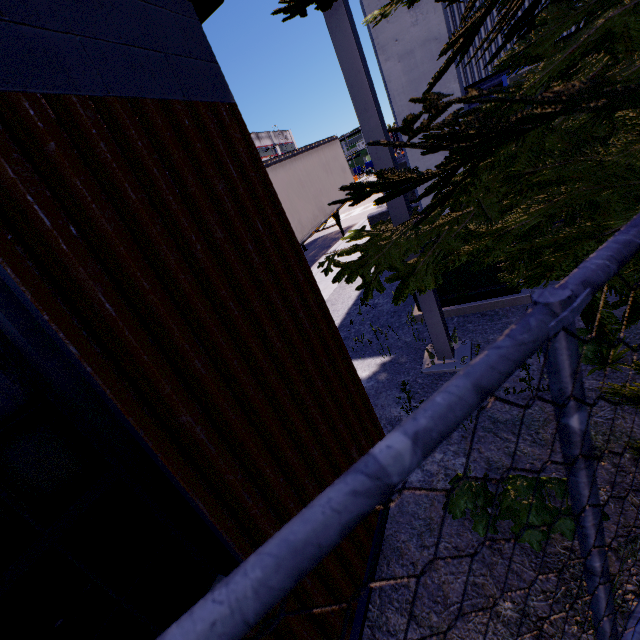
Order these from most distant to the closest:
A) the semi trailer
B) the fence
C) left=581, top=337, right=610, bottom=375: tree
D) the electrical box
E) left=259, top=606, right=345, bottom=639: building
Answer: the semi trailer, the electrical box, left=581, top=337, right=610, bottom=375: tree, left=259, top=606, right=345, bottom=639: building, the fence

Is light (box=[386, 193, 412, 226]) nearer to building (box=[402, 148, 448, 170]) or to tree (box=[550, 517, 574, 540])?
tree (box=[550, 517, 574, 540])

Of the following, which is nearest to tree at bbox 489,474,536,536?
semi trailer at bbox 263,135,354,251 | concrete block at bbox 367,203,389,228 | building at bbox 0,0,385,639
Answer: building at bbox 0,0,385,639

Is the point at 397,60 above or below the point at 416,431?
above

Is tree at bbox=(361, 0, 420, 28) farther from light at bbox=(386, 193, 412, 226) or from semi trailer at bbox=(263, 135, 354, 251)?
semi trailer at bbox=(263, 135, 354, 251)

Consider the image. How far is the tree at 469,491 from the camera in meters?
2.1 m

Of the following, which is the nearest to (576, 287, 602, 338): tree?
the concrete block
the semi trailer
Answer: the semi trailer

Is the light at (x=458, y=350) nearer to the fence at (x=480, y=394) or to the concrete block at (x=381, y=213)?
the fence at (x=480, y=394)
